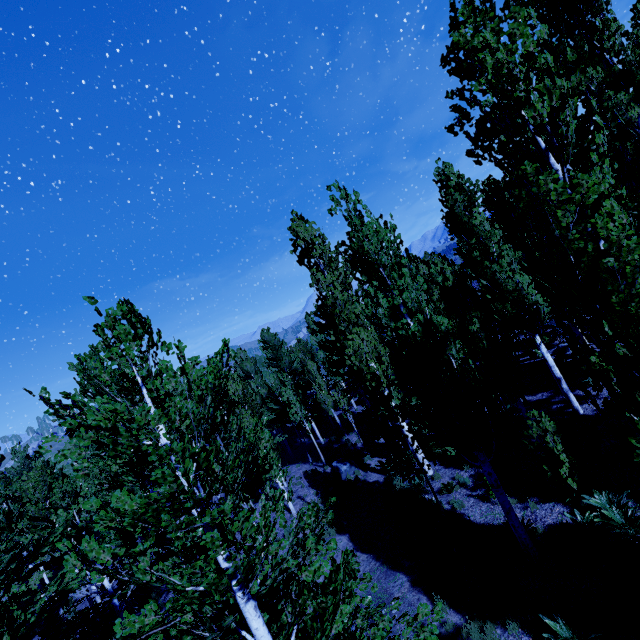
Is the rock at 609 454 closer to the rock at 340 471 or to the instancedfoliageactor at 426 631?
the instancedfoliageactor at 426 631

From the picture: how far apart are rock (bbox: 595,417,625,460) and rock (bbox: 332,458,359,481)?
11.7m

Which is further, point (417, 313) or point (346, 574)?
point (417, 313)

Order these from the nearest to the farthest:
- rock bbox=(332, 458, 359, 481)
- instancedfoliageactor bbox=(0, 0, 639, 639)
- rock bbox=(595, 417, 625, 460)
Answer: instancedfoliageactor bbox=(0, 0, 639, 639) < rock bbox=(595, 417, 625, 460) < rock bbox=(332, 458, 359, 481)

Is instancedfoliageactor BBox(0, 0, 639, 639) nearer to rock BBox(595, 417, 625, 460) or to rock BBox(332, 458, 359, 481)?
rock BBox(595, 417, 625, 460)

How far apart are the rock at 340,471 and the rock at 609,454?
11.7m
